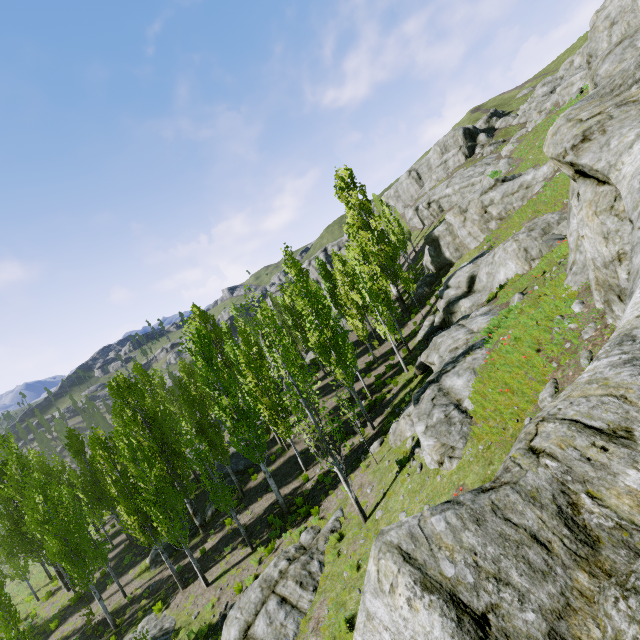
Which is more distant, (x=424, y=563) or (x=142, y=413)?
(x=142, y=413)

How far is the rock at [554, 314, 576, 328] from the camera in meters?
7.7

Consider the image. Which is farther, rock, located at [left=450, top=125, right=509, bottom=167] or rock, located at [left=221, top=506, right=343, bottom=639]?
rock, located at [left=450, top=125, right=509, bottom=167]

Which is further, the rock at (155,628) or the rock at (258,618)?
the rock at (155,628)

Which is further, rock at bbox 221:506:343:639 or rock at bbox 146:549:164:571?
rock at bbox 146:549:164:571

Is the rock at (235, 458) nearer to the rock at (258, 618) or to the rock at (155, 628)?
the rock at (155, 628)
